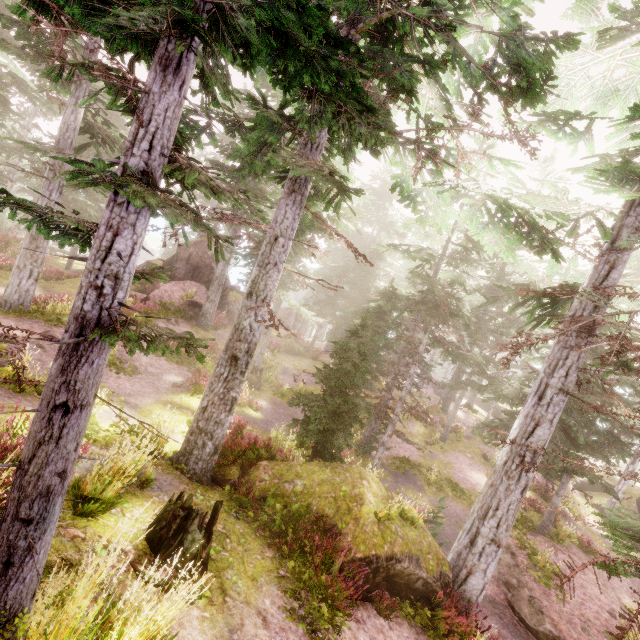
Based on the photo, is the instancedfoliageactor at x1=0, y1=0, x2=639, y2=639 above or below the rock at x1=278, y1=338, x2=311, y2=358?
above

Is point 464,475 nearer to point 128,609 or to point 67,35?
point 128,609

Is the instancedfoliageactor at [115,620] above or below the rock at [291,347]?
above

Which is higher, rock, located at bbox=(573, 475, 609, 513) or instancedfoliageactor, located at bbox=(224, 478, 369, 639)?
instancedfoliageactor, located at bbox=(224, 478, 369, 639)

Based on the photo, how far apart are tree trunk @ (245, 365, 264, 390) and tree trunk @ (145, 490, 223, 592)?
13.6 meters

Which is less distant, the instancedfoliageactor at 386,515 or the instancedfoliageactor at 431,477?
the instancedfoliageactor at 386,515

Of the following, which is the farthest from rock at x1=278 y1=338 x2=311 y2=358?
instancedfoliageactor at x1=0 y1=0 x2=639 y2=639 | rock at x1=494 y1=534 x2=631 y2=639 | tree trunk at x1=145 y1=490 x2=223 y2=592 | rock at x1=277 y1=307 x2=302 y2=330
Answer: rock at x1=494 y1=534 x2=631 y2=639

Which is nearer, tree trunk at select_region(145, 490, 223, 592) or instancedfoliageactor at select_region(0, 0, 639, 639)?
instancedfoliageactor at select_region(0, 0, 639, 639)
